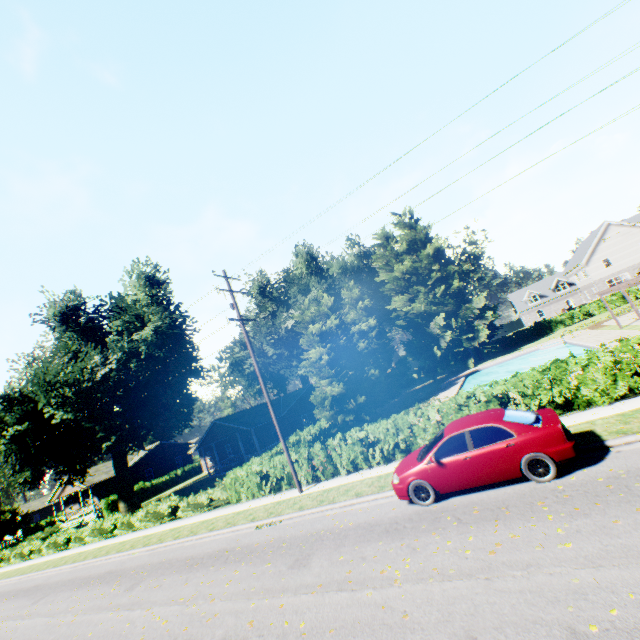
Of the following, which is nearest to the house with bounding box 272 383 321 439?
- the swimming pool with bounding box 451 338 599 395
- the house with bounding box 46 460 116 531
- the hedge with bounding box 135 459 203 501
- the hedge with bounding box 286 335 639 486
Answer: A: the hedge with bounding box 135 459 203 501

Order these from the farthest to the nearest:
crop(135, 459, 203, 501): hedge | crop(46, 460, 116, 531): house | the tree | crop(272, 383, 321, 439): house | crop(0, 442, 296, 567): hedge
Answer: crop(135, 459, 203, 501): hedge
crop(46, 460, 116, 531): house
crop(272, 383, 321, 439): house
the tree
crop(0, 442, 296, 567): hedge

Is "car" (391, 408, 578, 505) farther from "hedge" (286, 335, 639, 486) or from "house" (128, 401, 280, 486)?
"house" (128, 401, 280, 486)

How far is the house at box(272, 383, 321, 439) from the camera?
36.09m

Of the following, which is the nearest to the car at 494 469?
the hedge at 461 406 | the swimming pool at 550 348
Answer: the hedge at 461 406

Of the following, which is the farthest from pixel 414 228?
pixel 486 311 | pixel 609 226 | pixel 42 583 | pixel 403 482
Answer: pixel 42 583

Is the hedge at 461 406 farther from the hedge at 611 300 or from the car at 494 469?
the hedge at 611 300

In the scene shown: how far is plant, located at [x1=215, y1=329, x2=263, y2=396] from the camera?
48.5 meters
